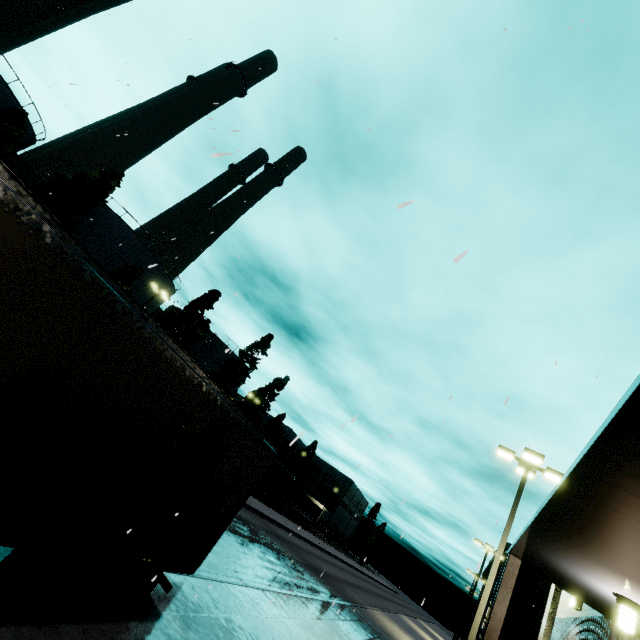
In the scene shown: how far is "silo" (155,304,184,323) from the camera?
50.97m

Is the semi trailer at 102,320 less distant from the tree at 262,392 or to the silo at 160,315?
the silo at 160,315

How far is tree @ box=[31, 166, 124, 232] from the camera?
26.6 meters

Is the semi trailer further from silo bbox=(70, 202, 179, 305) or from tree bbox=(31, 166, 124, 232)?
tree bbox=(31, 166, 124, 232)

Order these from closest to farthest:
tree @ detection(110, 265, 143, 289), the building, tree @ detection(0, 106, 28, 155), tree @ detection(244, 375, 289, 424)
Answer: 1. the building
2. tree @ detection(0, 106, 28, 155)
3. tree @ detection(110, 265, 143, 289)
4. tree @ detection(244, 375, 289, 424)

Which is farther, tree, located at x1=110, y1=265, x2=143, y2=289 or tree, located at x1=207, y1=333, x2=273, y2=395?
tree, located at x1=207, y1=333, x2=273, y2=395

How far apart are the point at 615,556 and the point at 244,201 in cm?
1014

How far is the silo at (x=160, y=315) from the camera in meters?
51.0 m
